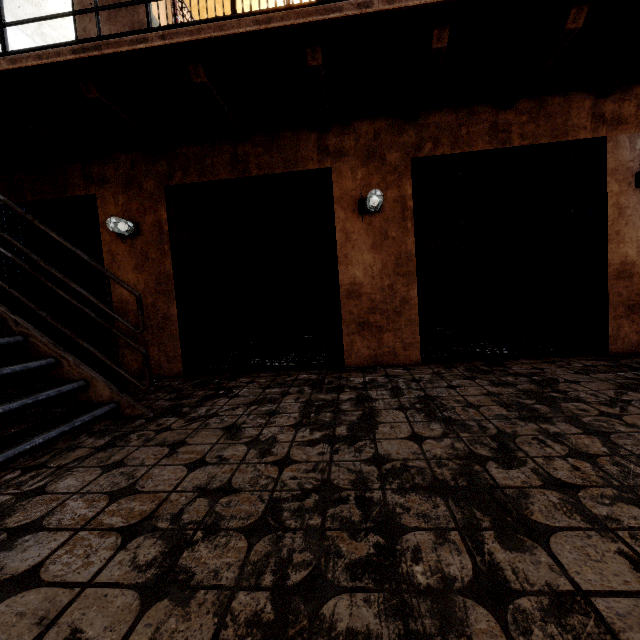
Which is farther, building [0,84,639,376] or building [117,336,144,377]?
building [117,336,144,377]

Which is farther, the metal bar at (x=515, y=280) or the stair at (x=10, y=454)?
the metal bar at (x=515, y=280)

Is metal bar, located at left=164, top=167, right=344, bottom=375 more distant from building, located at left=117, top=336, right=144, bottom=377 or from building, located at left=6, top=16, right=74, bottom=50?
building, located at left=6, top=16, right=74, bottom=50

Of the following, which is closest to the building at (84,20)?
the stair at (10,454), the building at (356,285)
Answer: the building at (356,285)

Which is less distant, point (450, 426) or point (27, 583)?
point (27, 583)

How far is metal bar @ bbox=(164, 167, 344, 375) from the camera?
3.9 meters

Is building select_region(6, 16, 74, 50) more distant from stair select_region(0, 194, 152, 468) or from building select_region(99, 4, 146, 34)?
stair select_region(0, 194, 152, 468)

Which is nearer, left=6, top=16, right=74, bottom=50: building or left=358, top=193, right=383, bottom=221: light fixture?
left=358, top=193, right=383, bottom=221: light fixture
